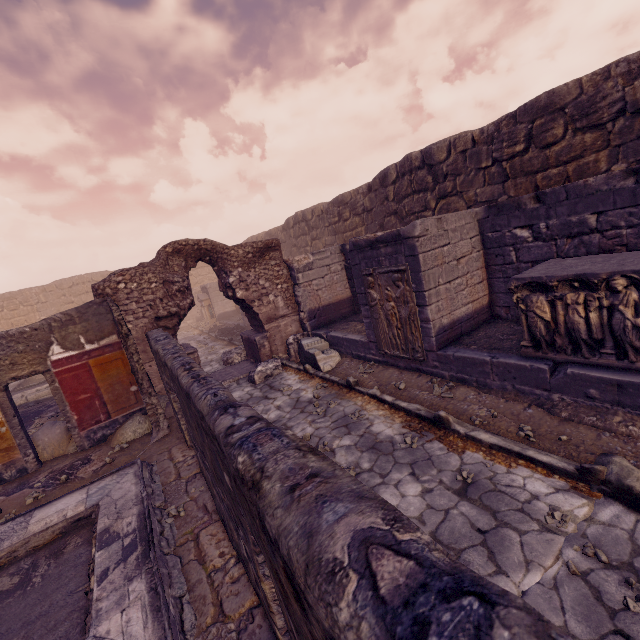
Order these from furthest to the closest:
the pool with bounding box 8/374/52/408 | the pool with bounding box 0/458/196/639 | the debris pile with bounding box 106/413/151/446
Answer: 1. the pool with bounding box 8/374/52/408
2. the debris pile with bounding box 106/413/151/446
3. the pool with bounding box 0/458/196/639

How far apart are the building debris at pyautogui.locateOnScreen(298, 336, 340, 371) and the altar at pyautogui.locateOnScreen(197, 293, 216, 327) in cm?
1244

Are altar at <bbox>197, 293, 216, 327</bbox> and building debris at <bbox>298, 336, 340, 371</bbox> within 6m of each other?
no

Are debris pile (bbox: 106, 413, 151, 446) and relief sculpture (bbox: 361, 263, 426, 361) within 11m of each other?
yes

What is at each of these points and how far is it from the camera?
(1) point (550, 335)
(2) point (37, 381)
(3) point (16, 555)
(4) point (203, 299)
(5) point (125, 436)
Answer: (1) sarcophagus, 4.4m
(2) pool, 15.4m
(3) pool, 4.0m
(4) altar, 19.5m
(5) debris pile, 6.5m

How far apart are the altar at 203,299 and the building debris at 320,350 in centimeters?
1244cm

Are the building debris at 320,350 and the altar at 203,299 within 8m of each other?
no

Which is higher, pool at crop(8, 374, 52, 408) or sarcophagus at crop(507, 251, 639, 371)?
sarcophagus at crop(507, 251, 639, 371)
